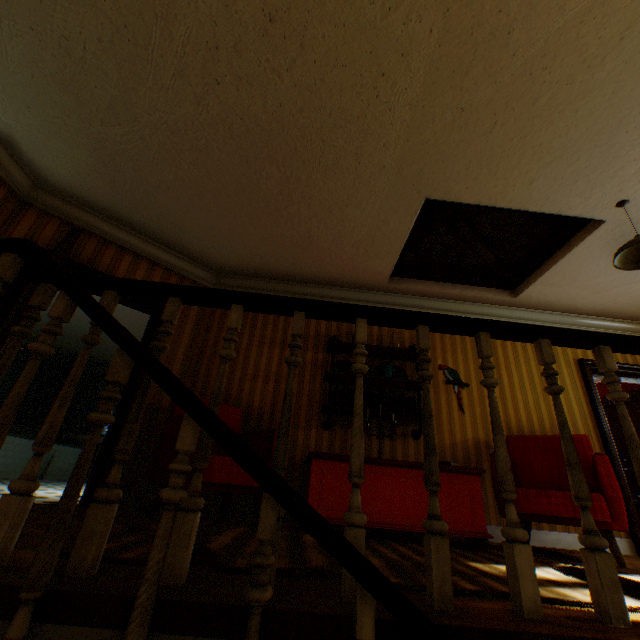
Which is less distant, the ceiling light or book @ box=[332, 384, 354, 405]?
the ceiling light

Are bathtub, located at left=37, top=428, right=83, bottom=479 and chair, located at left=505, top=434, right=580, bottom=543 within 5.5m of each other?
no

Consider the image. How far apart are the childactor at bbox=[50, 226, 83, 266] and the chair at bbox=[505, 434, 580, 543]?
4.3 meters

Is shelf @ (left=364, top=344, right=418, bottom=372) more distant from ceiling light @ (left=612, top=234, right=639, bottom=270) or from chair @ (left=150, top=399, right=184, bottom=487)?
ceiling light @ (left=612, top=234, right=639, bottom=270)

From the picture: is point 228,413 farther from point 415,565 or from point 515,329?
point 515,329

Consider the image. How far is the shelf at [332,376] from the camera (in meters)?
3.99

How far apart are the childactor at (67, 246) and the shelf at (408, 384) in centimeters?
289cm

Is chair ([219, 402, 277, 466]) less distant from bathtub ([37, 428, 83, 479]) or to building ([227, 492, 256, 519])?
building ([227, 492, 256, 519])
